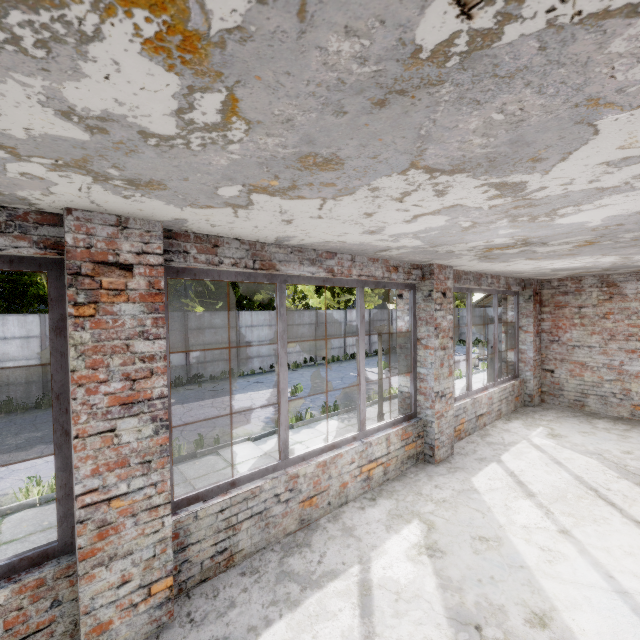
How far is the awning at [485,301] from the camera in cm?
967

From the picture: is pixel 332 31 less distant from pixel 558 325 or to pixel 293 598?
Answer: pixel 293 598

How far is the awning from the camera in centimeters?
967cm
